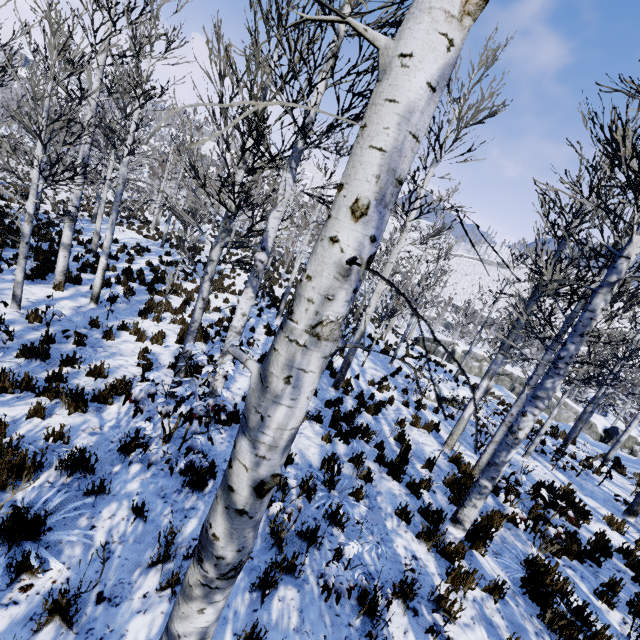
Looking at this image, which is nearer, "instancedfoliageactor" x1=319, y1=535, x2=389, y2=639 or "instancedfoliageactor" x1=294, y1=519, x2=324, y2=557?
"instancedfoliageactor" x1=319, y1=535, x2=389, y2=639

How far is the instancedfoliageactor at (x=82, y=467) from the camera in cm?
384

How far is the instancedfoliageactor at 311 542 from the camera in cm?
399

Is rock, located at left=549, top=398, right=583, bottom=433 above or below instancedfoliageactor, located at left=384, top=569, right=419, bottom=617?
below

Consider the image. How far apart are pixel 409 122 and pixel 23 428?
5.92m

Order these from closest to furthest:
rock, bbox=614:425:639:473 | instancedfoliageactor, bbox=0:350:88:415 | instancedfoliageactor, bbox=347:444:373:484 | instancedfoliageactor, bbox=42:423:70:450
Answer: instancedfoliageactor, bbox=42:423:70:450 → instancedfoliageactor, bbox=0:350:88:415 → instancedfoliageactor, bbox=347:444:373:484 → rock, bbox=614:425:639:473

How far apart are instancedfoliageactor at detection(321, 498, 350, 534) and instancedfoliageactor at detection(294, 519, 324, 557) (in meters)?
0.28

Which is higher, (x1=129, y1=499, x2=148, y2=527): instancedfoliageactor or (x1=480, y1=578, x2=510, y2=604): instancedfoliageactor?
(x1=480, y1=578, x2=510, y2=604): instancedfoliageactor
